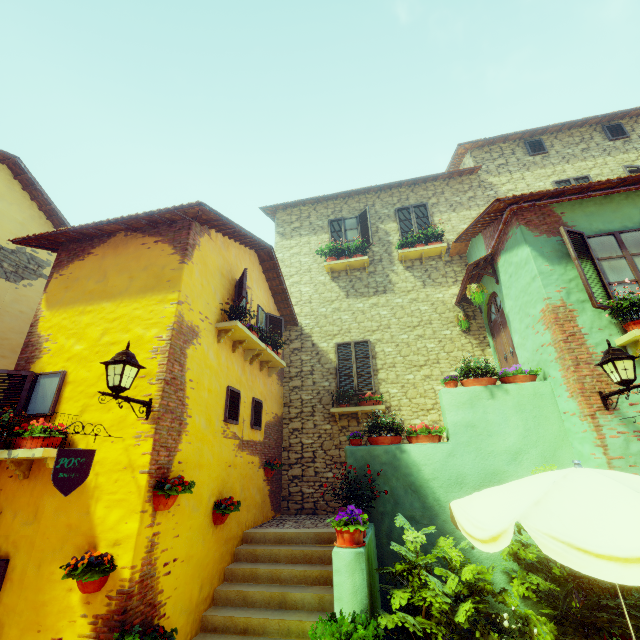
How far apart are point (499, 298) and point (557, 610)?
6.35m

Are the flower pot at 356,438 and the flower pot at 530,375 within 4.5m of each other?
yes

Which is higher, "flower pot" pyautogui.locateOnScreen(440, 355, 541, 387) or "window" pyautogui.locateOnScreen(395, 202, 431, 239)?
"window" pyautogui.locateOnScreen(395, 202, 431, 239)

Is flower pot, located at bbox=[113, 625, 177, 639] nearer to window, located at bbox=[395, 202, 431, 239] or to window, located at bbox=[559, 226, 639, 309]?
window, located at bbox=[559, 226, 639, 309]

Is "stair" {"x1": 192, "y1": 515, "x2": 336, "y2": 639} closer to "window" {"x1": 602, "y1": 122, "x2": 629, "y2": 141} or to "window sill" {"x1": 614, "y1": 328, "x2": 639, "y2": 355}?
"window sill" {"x1": 614, "y1": 328, "x2": 639, "y2": 355}

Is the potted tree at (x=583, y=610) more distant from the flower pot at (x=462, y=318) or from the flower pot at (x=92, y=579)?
the flower pot at (x=462, y=318)

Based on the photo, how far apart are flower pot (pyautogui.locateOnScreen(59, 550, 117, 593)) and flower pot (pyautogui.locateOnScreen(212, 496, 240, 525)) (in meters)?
1.77

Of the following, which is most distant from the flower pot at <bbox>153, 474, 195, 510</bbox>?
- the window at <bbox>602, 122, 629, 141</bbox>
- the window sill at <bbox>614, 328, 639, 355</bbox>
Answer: the window at <bbox>602, 122, 629, 141</bbox>
